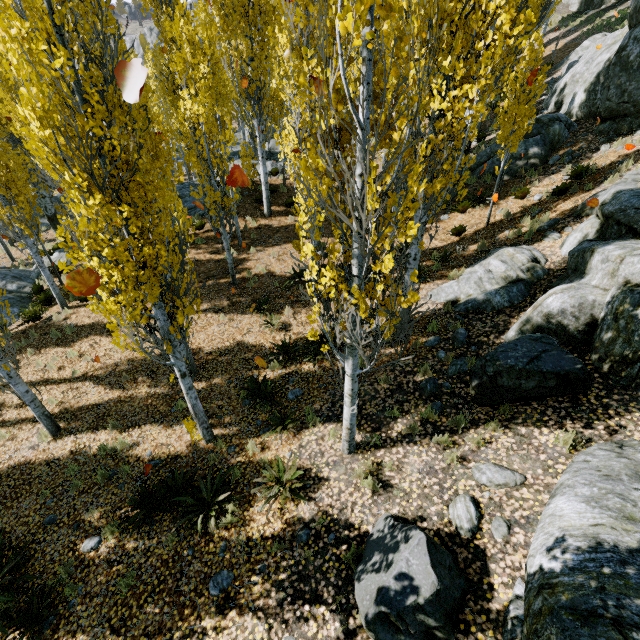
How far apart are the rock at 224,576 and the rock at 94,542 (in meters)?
2.70

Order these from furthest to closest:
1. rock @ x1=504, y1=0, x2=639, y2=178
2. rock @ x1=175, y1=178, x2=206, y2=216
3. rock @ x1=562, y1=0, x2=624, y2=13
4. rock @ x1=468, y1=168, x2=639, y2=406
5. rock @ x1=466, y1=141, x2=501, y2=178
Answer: rock @ x1=562, y1=0, x2=624, y2=13, rock @ x1=175, y1=178, x2=206, y2=216, rock @ x1=466, y1=141, x2=501, y2=178, rock @ x1=504, y1=0, x2=639, y2=178, rock @ x1=468, y1=168, x2=639, y2=406

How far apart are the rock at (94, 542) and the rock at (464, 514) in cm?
641

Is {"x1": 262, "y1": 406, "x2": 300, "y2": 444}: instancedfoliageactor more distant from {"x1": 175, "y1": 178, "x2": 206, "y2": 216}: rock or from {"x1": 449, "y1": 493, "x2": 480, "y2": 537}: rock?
{"x1": 449, "y1": 493, "x2": 480, "y2": 537}: rock

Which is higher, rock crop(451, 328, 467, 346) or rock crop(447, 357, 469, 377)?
rock crop(451, 328, 467, 346)

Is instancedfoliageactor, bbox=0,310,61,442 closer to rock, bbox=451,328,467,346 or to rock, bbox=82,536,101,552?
rock, bbox=451,328,467,346

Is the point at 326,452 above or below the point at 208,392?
above

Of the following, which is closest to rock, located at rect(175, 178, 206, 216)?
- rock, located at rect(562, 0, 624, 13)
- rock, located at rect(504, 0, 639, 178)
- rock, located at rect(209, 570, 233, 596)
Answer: rock, located at rect(504, 0, 639, 178)
